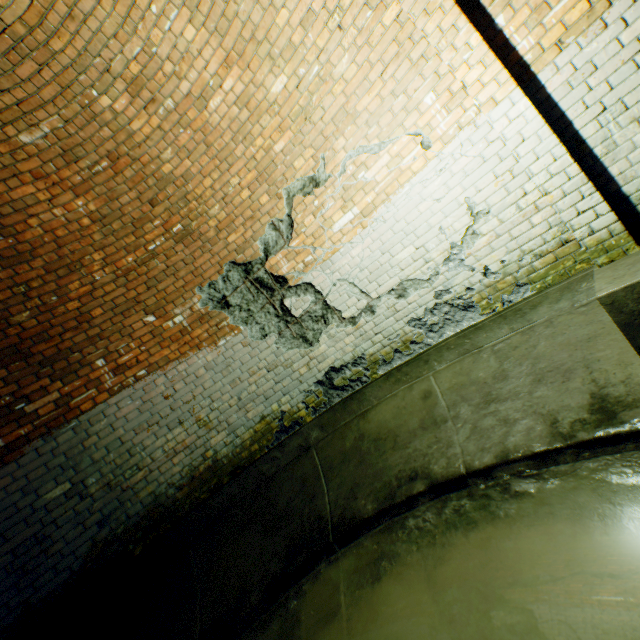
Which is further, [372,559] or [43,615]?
[43,615]
